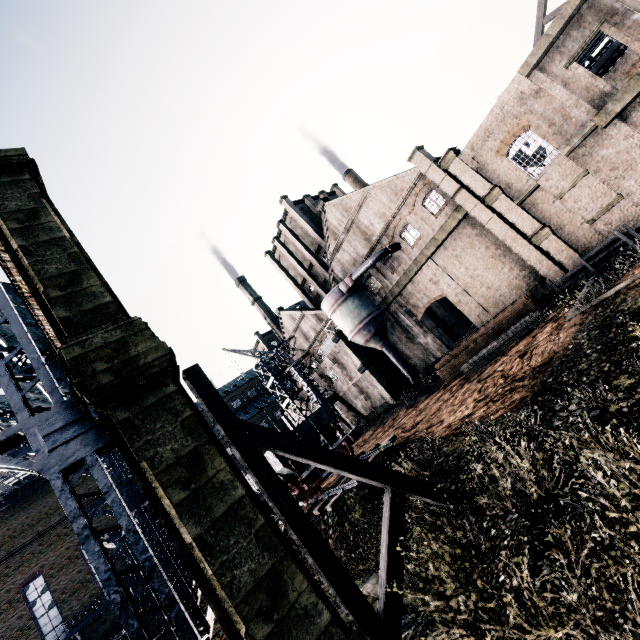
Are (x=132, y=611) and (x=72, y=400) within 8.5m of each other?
yes

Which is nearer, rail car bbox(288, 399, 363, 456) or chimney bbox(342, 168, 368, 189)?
rail car bbox(288, 399, 363, 456)

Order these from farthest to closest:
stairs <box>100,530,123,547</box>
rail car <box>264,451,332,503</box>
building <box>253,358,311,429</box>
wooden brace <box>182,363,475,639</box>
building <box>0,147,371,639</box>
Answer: building <box>253,358,311,429</box> < stairs <box>100,530,123,547</box> < rail car <box>264,451,332,503</box> < wooden brace <box>182,363,475,639</box> < building <box>0,147,371,639</box>

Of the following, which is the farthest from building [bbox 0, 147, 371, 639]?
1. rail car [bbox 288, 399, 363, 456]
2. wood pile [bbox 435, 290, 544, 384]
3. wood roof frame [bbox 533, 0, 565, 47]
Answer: rail car [bbox 288, 399, 363, 456]

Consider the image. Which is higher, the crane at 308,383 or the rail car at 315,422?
the crane at 308,383

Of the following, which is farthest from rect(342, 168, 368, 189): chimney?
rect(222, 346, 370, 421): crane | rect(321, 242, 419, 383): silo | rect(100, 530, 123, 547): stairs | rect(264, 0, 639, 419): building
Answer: rect(100, 530, 123, 547): stairs

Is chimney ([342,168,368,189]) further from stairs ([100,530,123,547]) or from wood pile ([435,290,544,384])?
stairs ([100,530,123,547])

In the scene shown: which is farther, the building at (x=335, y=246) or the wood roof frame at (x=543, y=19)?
the wood roof frame at (x=543, y=19)
